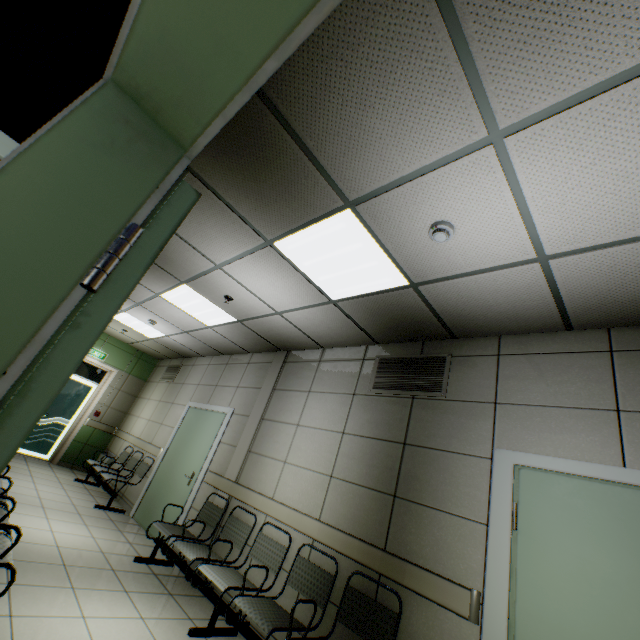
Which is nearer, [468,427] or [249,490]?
[468,427]

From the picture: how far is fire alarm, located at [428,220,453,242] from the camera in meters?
2.2 m

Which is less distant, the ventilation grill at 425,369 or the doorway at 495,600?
the doorway at 495,600

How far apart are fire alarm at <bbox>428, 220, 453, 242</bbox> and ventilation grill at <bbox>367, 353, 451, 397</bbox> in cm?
158

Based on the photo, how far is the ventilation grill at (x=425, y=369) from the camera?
3.3 meters

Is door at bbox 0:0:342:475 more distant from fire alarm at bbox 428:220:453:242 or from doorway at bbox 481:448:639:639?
doorway at bbox 481:448:639:639

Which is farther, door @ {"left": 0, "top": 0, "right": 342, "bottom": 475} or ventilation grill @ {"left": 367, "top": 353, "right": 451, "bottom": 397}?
ventilation grill @ {"left": 367, "top": 353, "right": 451, "bottom": 397}

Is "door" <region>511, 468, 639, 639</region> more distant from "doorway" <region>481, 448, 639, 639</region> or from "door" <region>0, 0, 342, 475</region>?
"door" <region>0, 0, 342, 475</region>
